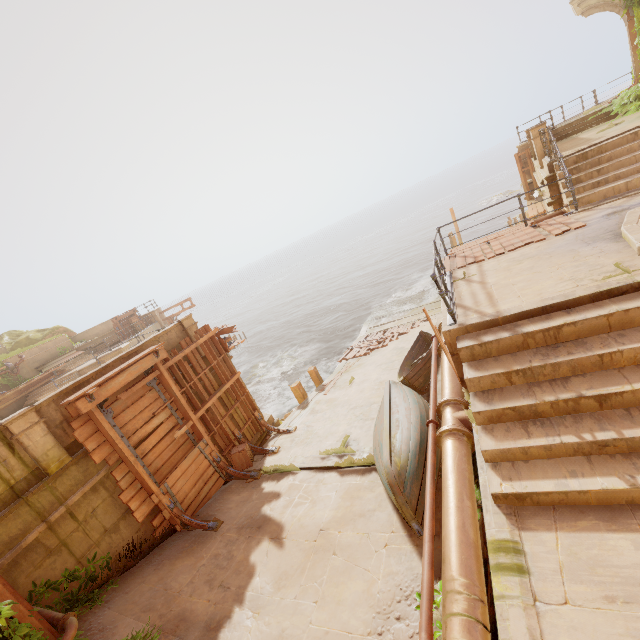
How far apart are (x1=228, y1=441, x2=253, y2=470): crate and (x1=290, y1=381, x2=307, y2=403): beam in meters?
4.2 m

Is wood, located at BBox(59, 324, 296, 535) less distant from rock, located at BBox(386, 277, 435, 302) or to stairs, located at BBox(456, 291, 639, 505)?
stairs, located at BBox(456, 291, 639, 505)

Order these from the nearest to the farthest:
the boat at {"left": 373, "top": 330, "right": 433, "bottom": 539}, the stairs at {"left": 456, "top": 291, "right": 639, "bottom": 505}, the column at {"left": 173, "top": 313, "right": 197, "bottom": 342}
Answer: the stairs at {"left": 456, "top": 291, "right": 639, "bottom": 505}, the boat at {"left": 373, "top": 330, "right": 433, "bottom": 539}, the column at {"left": 173, "top": 313, "right": 197, "bottom": 342}

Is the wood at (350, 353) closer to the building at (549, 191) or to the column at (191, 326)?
the building at (549, 191)

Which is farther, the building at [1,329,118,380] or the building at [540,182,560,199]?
the building at [1,329,118,380]

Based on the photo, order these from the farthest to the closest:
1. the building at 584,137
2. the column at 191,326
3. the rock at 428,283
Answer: the rock at 428,283
the column at 191,326
the building at 584,137

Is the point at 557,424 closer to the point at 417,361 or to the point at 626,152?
the point at 626,152

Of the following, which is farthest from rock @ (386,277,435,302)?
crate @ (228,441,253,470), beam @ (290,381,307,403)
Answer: crate @ (228,441,253,470)
